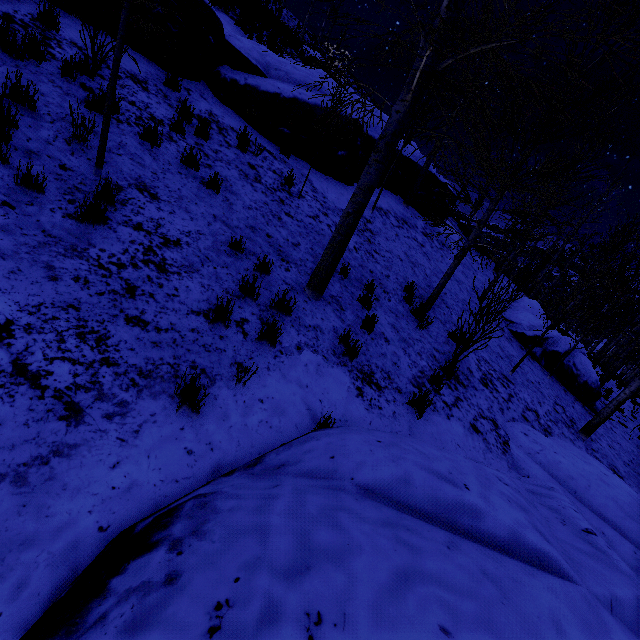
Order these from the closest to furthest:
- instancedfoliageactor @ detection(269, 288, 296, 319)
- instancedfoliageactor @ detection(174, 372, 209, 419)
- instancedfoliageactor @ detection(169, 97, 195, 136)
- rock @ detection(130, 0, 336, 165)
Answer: instancedfoliageactor @ detection(174, 372, 209, 419) < instancedfoliageactor @ detection(269, 288, 296, 319) < instancedfoliageactor @ detection(169, 97, 195, 136) < rock @ detection(130, 0, 336, 165)

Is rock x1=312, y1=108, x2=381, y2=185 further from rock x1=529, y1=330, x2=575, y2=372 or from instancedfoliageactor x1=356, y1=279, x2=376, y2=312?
rock x1=529, y1=330, x2=575, y2=372

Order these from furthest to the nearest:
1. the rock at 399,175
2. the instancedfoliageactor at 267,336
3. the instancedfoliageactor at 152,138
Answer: the rock at 399,175 < the instancedfoliageactor at 152,138 < the instancedfoliageactor at 267,336

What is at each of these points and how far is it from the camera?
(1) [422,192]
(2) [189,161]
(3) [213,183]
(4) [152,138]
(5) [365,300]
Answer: (1) rock, 13.8m
(2) instancedfoliageactor, 5.6m
(3) instancedfoliageactor, 5.7m
(4) instancedfoliageactor, 5.3m
(5) instancedfoliageactor, 6.3m

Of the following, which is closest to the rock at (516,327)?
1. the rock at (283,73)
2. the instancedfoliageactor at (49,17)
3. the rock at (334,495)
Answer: the instancedfoliageactor at (49,17)

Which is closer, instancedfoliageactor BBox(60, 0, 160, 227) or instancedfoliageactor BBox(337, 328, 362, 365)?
instancedfoliageactor BBox(60, 0, 160, 227)

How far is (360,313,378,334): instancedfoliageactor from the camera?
5.7m
